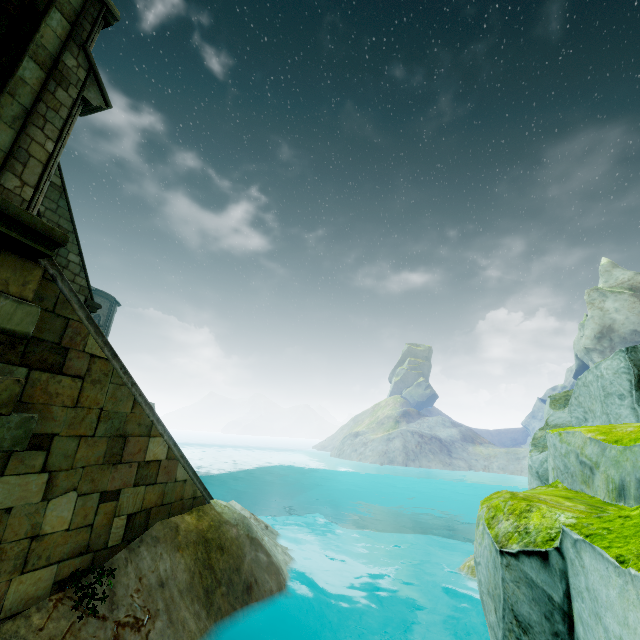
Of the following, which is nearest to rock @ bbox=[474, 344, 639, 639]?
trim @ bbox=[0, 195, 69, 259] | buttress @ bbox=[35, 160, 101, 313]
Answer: trim @ bbox=[0, 195, 69, 259]

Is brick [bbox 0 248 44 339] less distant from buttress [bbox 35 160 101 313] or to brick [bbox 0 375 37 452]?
brick [bbox 0 375 37 452]

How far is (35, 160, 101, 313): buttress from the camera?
9.84m

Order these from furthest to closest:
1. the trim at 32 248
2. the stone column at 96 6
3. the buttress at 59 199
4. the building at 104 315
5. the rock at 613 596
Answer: the building at 104 315 < the buttress at 59 199 < the stone column at 96 6 < the trim at 32 248 < the rock at 613 596

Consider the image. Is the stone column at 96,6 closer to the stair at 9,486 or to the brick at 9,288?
the stair at 9,486

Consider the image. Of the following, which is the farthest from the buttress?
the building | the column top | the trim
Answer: the building

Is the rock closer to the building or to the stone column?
the stone column

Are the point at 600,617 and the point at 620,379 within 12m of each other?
yes
